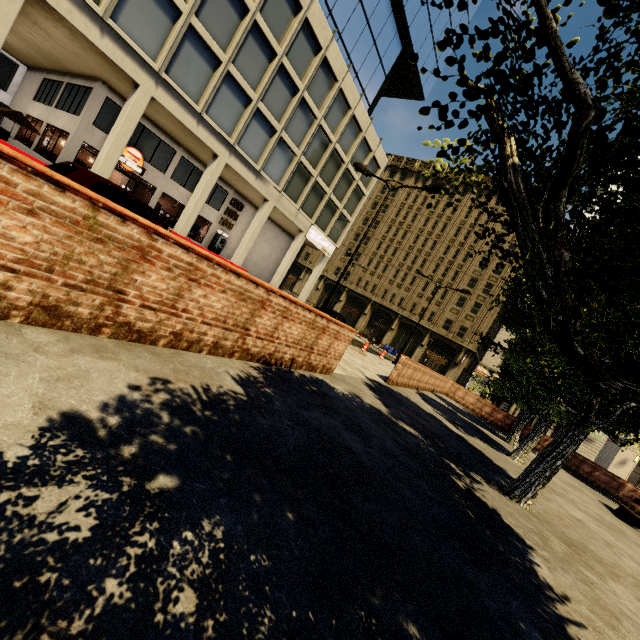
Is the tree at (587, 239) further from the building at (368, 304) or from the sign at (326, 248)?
the sign at (326, 248)

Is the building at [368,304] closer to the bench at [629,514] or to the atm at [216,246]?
the atm at [216,246]

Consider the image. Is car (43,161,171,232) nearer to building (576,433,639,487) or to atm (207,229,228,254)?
building (576,433,639,487)

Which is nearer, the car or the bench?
the car

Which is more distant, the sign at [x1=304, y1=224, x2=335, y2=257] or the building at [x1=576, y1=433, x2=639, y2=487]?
the building at [x1=576, y1=433, x2=639, y2=487]

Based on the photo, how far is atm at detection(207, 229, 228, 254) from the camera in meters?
26.1

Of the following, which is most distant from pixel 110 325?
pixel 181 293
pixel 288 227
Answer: pixel 288 227

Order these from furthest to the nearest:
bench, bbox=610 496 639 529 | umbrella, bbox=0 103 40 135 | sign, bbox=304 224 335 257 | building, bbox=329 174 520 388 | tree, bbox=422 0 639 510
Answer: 1. building, bbox=329 174 520 388
2. sign, bbox=304 224 335 257
3. umbrella, bbox=0 103 40 135
4. bench, bbox=610 496 639 529
5. tree, bbox=422 0 639 510
